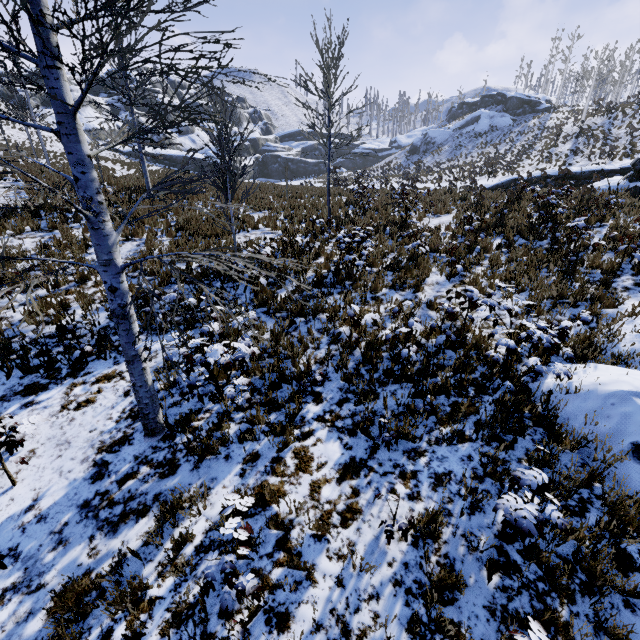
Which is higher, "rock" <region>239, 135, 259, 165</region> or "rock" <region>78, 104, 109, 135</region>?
"rock" <region>78, 104, 109, 135</region>

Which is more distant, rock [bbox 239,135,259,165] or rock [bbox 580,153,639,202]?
rock [bbox 239,135,259,165]

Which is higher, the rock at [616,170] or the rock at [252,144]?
the rock at [252,144]

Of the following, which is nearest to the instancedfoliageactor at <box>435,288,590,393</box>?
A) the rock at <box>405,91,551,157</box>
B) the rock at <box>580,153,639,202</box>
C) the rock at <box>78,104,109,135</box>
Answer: A: the rock at <box>580,153,639,202</box>

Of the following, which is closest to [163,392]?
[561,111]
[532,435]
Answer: [532,435]

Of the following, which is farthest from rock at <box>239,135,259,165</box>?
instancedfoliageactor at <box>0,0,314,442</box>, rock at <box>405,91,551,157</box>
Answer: instancedfoliageactor at <box>0,0,314,442</box>

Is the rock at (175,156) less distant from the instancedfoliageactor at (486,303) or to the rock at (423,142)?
the rock at (423,142)
